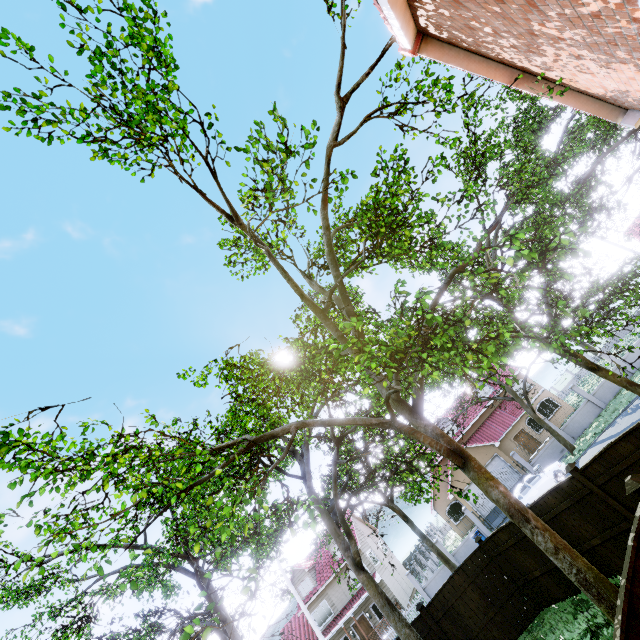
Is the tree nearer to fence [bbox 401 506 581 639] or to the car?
fence [bbox 401 506 581 639]

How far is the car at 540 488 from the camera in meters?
20.2

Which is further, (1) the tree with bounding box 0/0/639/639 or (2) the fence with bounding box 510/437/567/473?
(2) the fence with bounding box 510/437/567/473

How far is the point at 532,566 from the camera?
10.7m

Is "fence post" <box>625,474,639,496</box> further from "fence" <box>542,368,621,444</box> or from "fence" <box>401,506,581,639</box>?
"fence" <box>542,368,621,444</box>

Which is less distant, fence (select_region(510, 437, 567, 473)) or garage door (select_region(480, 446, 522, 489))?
fence (select_region(510, 437, 567, 473))

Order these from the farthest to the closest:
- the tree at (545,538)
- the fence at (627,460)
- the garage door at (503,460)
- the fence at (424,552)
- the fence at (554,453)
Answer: the garage door at (503,460) < the fence at (554,453) < the fence at (424,552) < the tree at (545,538) < the fence at (627,460)

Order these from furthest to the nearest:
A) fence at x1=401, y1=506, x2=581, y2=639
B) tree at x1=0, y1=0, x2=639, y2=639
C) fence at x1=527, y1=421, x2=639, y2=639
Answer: fence at x1=401, y1=506, x2=581, y2=639, tree at x1=0, y1=0, x2=639, y2=639, fence at x1=527, y1=421, x2=639, y2=639
